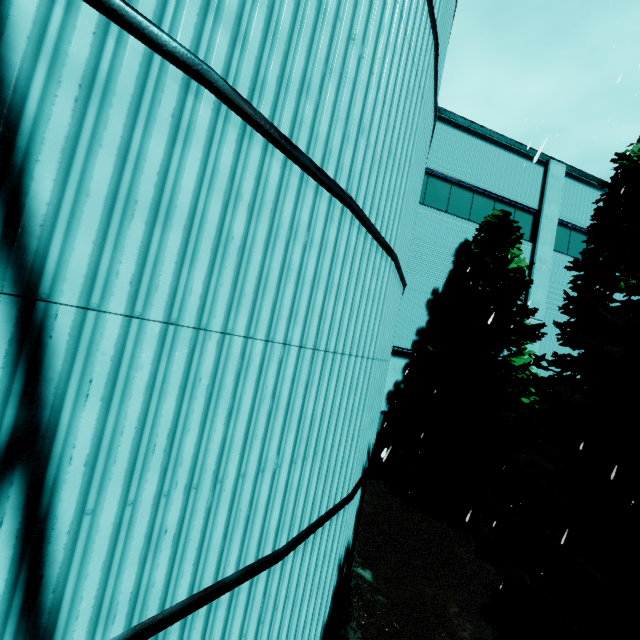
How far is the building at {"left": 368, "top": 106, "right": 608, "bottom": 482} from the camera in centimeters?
1276cm

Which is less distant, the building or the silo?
the silo

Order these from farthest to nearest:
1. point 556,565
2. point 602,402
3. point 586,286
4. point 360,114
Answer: point 586,286 → point 556,565 → point 602,402 → point 360,114

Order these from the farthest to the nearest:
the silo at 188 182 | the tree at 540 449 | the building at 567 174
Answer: the building at 567 174
the tree at 540 449
the silo at 188 182

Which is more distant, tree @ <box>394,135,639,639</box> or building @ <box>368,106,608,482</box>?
building @ <box>368,106,608,482</box>

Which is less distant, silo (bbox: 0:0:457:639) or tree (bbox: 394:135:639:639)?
silo (bbox: 0:0:457:639)

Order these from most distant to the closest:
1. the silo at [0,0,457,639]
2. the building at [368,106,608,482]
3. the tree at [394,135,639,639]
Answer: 1. the building at [368,106,608,482]
2. the tree at [394,135,639,639]
3. the silo at [0,0,457,639]

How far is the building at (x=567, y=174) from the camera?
12.8m
